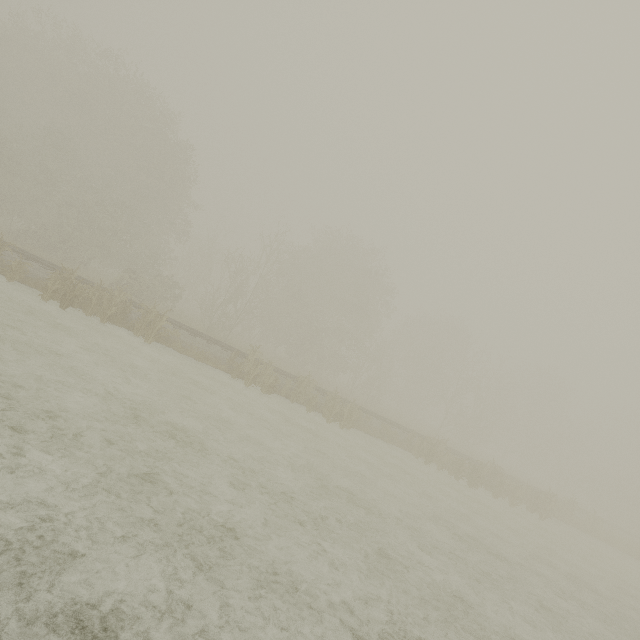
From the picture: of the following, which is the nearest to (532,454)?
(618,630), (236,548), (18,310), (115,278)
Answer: (618,630)
